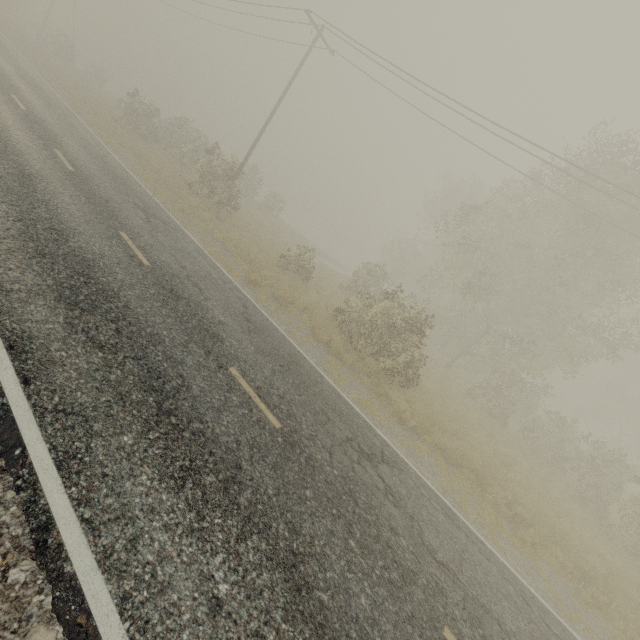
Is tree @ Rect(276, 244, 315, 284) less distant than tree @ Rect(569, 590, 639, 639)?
No

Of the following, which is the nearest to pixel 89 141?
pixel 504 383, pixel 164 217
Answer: pixel 164 217

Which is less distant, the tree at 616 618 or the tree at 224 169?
the tree at 616 618

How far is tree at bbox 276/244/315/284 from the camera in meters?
18.0 m

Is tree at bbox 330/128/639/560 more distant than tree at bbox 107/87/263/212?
No

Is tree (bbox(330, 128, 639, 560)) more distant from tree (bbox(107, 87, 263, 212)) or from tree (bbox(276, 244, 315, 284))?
tree (bbox(107, 87, 263, 212))

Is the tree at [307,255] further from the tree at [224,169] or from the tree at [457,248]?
the tree at [457,248]
